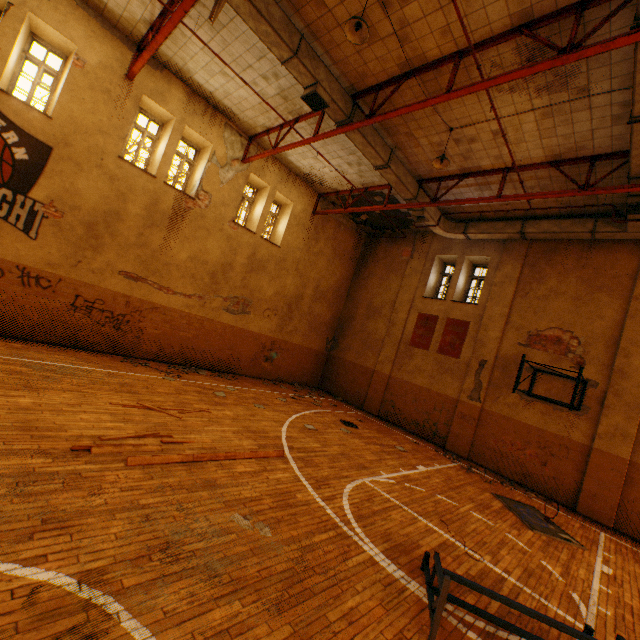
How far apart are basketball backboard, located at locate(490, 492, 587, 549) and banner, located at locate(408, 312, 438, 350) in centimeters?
607cm

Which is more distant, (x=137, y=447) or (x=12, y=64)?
(x=12, y=64)

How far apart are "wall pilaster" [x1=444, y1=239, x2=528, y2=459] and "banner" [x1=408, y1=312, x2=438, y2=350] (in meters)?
1.72

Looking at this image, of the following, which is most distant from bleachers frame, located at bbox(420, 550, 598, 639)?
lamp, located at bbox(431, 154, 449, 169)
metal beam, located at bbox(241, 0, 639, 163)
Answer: lamp, located at bbox(431, 154, 449, 169)

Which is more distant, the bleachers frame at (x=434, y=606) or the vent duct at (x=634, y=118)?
the vent duct at (x=634, y=118)

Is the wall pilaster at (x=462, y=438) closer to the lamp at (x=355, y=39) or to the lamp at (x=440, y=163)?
the lamp at (x=440, y=163)

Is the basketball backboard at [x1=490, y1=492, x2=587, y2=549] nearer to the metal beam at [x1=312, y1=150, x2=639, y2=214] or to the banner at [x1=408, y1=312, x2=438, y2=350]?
the banner at [x1=408, y1=312, x2=438, y2=350]

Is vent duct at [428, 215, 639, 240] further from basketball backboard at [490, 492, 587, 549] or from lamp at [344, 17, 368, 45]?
basketball backboard at [490, 492, 587, 549]
